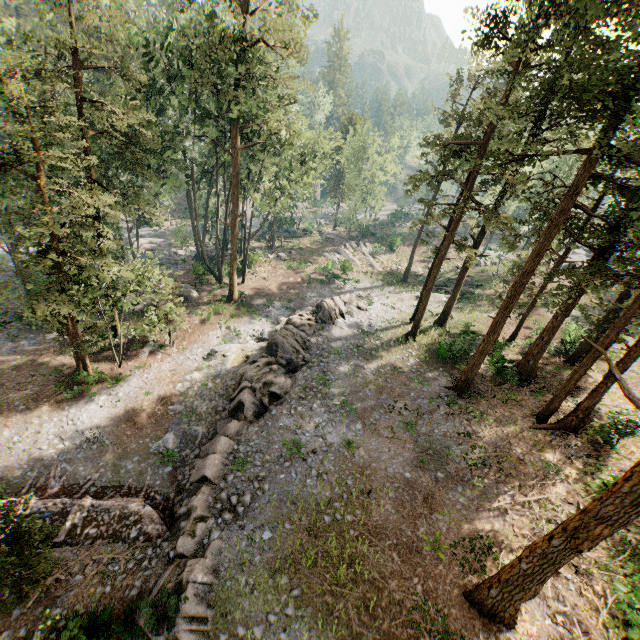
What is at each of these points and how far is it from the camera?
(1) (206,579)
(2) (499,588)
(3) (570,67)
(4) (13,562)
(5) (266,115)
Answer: (1) rock, 11.8m
(2) foliage, 10.6m
(3) foliage, 12.8m
(4) foliage, 10.9m
(5) foliage, 26.6m

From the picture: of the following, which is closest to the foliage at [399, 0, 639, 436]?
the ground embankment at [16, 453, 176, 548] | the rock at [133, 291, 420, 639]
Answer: the ground embankment at [16, 453, 176, 548]

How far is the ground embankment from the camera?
14.2m

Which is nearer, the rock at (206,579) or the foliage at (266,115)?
the rock at (206,579)

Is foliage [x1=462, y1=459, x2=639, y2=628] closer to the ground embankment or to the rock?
the ground embankment

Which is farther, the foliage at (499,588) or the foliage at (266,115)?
the foliage at (266,115)

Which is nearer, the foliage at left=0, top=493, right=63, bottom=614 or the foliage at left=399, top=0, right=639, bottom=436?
the foliage at left=0, top=493, right=63, bottom=614

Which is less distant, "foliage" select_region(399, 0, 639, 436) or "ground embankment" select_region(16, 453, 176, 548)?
"foliage" select_region(399, 0, 639, 436)
